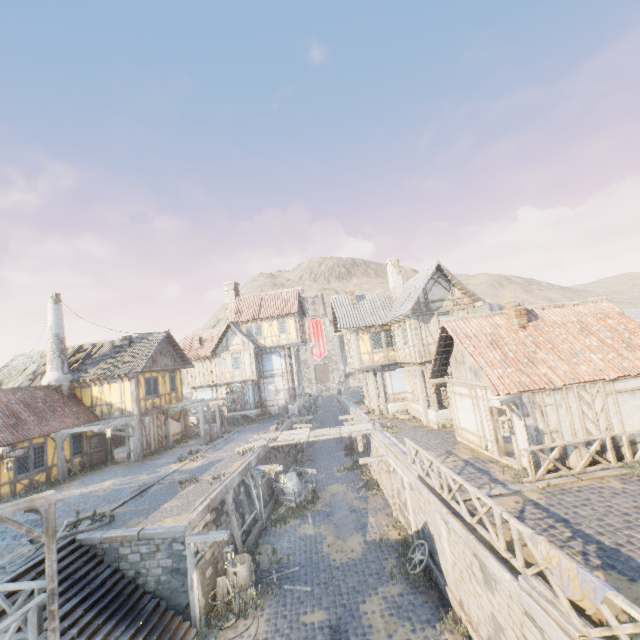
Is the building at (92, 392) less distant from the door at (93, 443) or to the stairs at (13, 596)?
the door at (93, 443)

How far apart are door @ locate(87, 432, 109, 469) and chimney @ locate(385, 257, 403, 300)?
22.72m

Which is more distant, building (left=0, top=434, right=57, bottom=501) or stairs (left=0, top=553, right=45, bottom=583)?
building (left=0, top=434, right=57, bottom=501)

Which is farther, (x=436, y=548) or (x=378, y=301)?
(x=378, y=301)

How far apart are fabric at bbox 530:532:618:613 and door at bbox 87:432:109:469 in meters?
24.4

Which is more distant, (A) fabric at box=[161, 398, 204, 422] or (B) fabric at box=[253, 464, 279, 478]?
(A) fabric at box=[161, 398, 204, 422]

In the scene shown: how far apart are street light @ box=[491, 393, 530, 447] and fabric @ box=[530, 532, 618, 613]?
4.43m

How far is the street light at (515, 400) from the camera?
10.53m
